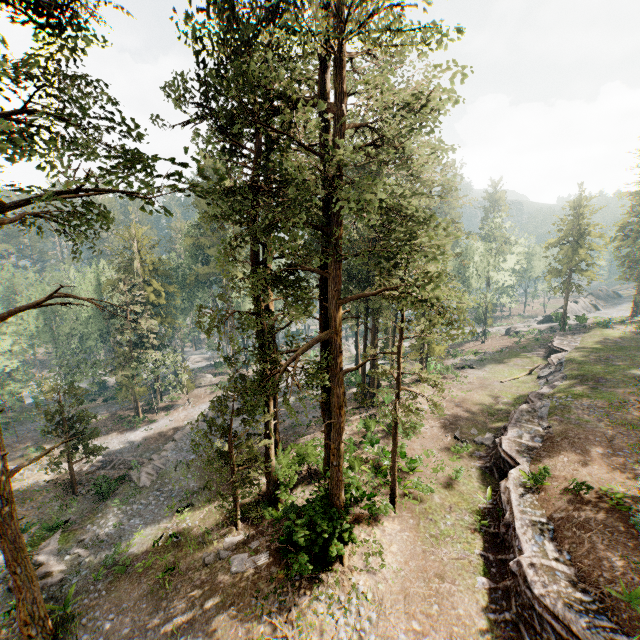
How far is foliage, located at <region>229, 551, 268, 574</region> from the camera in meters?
15.4

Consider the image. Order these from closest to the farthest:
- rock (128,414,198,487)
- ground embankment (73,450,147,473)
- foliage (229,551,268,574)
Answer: foliage (229,551,268,574), rock (128,414,198,487), ground embankment (73,450,147,473)

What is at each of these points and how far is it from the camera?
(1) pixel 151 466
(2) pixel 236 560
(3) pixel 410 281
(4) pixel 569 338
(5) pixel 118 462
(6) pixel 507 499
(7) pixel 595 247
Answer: (1) rock, 26.2 meters
(2) foliage, 15.9 meters
(3) foliage, 11.1 meters
(4) ground embankment, 41.0 meters
(5) ground embankment, 30.6 meters
(6) ground embankment, 15.8 meters
(7) foliage, 41.7 meters

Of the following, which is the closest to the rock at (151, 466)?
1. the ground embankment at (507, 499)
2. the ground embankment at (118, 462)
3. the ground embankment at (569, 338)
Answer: the ground embankment at (118, 462)

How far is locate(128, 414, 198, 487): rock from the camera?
25.0 meters

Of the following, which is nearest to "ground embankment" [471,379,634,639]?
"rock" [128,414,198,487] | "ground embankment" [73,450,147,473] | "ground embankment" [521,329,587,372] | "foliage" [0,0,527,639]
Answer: "foliage" [0,0,527,639]

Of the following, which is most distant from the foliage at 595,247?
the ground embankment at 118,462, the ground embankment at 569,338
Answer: the ground embankment at 569,338

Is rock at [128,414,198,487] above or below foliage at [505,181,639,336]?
below
